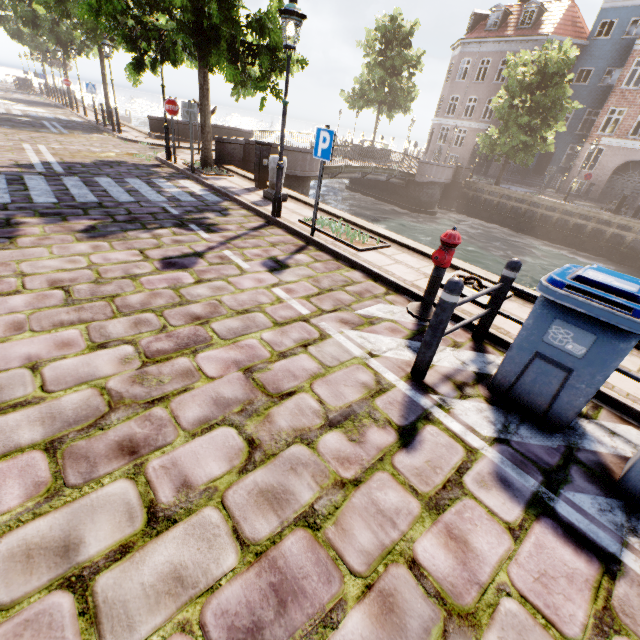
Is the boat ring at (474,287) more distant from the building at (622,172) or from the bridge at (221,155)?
the building at (622,172)

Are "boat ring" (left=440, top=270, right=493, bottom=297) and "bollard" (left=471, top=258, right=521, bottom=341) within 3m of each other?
yes

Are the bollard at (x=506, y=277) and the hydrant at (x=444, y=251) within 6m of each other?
yes

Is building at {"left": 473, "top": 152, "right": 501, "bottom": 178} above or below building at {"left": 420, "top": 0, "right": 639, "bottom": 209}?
below

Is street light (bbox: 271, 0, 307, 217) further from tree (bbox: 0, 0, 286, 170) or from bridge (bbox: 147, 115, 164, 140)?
bridge (bbox: 147, 115, 164, 140)

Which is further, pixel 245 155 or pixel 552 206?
pixel 552 206

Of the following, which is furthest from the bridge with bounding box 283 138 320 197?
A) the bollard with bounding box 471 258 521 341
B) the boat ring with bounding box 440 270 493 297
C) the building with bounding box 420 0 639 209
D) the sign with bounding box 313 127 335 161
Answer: the bollard with bounding box 471 258 521 341

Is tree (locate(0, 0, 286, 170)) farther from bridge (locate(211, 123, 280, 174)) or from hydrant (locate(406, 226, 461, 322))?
hydrant (locate(406, 226, 461, 322))
